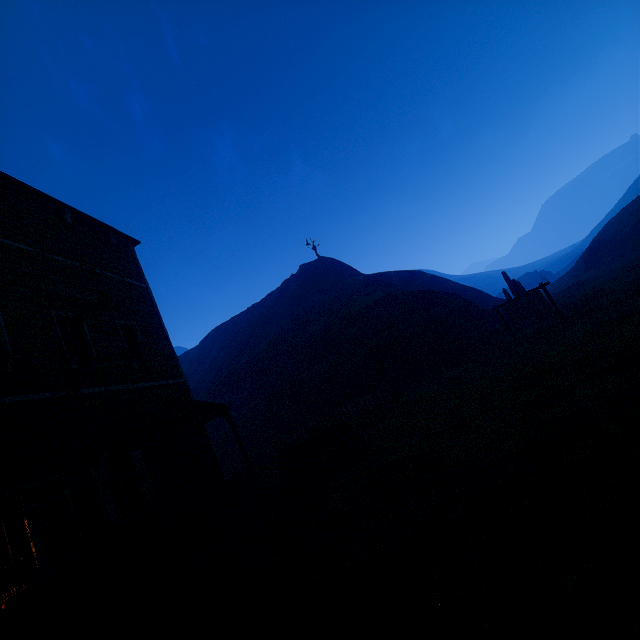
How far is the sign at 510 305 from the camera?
15.52m

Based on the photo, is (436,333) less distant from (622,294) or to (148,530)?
(622,294)

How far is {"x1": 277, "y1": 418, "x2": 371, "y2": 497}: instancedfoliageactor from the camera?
9.7m

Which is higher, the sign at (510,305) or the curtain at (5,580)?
the curtain at (5,580)

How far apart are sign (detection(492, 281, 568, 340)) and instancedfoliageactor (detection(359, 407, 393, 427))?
8.5m

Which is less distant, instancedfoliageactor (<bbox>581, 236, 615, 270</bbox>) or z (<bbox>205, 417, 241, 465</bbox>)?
z (<bbox>205, 417, 241, 465</bbox>)

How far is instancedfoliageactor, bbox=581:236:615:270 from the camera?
37.9 meters

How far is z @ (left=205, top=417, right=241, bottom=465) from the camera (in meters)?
20.63
